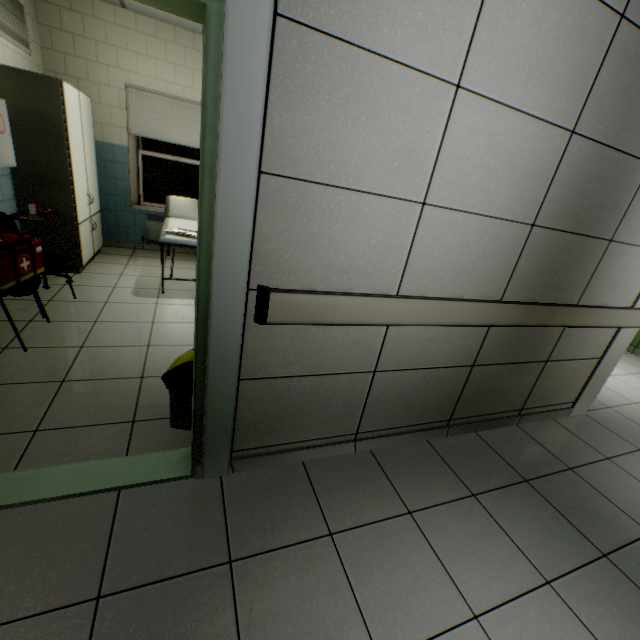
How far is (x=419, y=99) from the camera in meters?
1.4 m

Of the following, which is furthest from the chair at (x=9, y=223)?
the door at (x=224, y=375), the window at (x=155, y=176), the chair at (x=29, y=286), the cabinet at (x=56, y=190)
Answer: the window at (x=155, y=176)

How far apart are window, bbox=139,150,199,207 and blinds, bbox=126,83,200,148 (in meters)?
0.26

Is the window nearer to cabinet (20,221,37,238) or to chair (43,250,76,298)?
cabinet (20,221,37,238)

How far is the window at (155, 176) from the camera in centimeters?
530cm

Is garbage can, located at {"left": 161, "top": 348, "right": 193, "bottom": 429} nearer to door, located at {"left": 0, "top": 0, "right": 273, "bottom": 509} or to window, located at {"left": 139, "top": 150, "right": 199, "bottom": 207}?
door, located at {"left": 0, "top": 0, "right": 273, "bottom": 509}

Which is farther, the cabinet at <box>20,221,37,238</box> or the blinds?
the blinds

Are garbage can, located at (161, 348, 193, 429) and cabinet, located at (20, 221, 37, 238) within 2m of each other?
no
